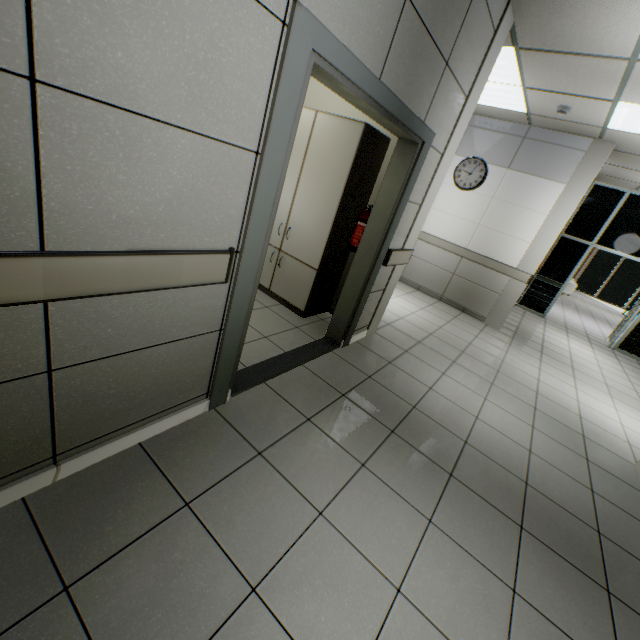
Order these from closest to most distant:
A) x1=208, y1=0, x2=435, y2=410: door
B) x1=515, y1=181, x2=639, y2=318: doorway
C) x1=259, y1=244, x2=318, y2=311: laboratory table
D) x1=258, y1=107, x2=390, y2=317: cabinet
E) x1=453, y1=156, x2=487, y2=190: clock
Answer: x1=208, y1=0, x2=435, y2=410: door → x1=258, y1=107, x2=390, y2=317: cabinet → x1=259, y1=244, x2=318, y2=311: laboratory table → x1=453, y1=156, x2=487, y2=190: clock → x1=515, y1=181, x2=639, y2=318: doorway

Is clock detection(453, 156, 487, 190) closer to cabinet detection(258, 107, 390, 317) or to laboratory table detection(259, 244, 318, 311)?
cabinet detection(258, 107, 390, 317)

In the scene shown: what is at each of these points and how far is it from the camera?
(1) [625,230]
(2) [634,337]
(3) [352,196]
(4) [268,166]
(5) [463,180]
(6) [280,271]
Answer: (1) doorway, 7.3m
(2) doorway, 7.5m
(3) cabinet, 3.4m
(4) door, 1.6m
(5) clock, 6.0m
(6) laboratory table, 3.9m

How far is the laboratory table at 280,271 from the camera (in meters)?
3.68

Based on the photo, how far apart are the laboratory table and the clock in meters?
4.1

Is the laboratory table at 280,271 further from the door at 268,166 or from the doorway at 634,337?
the doorway at 634,337

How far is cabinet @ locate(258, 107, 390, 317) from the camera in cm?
315

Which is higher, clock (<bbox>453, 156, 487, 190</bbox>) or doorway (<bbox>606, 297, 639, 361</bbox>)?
clock (<bbox>453, 156, 487, 190</bbox>)
